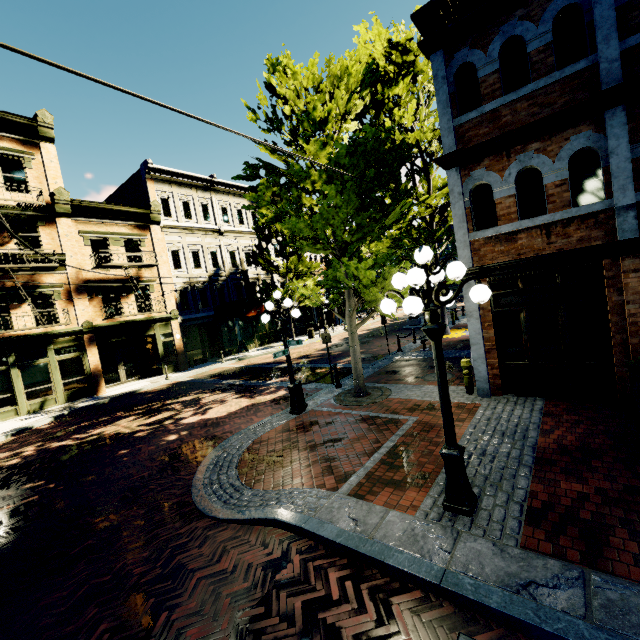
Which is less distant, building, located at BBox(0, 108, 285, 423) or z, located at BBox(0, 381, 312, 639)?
z, located at BBox(0, 381, 312, 639)

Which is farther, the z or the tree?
the tree

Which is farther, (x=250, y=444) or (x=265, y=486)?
(x=250, y=444)

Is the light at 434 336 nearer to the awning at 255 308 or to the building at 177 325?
the building at 177 325

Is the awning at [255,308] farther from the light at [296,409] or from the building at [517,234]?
the light at [296,409]

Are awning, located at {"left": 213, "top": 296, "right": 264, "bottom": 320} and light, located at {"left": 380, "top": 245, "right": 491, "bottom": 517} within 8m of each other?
no

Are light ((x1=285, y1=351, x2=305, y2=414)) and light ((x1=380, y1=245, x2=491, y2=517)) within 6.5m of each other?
yes

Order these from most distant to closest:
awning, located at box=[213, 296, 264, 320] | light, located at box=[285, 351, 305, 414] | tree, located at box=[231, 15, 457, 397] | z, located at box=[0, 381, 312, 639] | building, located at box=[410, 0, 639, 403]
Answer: awning, located at box=[213, 296, 264, 320] → light, located at box=[285, 351, 305, 414] → tree, located at box=[231, 15, 457, 397] → building, located at box=[410, 0, 639, 403] → z, located at box=[0, 381, 312, 639]
